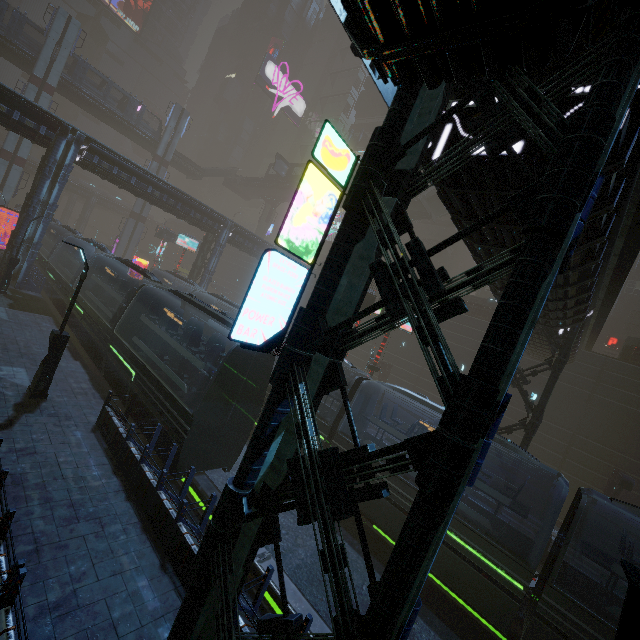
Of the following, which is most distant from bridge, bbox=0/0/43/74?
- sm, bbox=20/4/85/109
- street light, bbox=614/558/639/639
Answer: street light, bbox=614/558/639/639

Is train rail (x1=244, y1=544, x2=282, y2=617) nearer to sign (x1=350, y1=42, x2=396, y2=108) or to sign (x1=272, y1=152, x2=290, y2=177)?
sign (x1=350, y1=42, x2=396, y2=108)

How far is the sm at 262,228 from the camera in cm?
5612

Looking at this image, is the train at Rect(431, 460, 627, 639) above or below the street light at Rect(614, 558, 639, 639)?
below

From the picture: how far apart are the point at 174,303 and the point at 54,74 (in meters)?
41.30

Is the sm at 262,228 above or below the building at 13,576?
above

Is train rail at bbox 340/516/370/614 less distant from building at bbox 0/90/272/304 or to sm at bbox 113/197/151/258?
building at bbox 0/90/272/304

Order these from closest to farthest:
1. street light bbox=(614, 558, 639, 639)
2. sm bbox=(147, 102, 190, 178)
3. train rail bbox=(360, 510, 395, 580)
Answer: street light bbox=(614, 558, 639, 639) < train rail bbox=(360, 510, 395, 580) < sm bbox=(147, 102, 190, 178)
